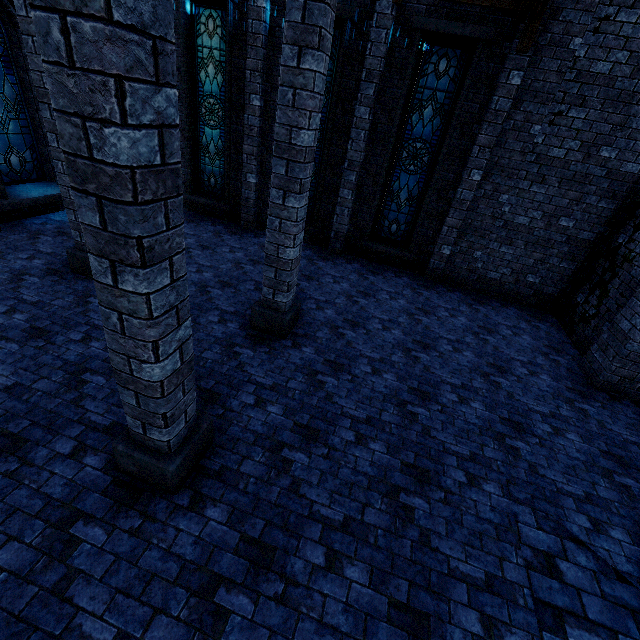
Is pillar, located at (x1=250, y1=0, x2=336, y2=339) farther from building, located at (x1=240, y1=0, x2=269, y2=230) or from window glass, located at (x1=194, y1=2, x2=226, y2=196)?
window glass, located at (x1=194, y1=2, x2=226, y2=196)

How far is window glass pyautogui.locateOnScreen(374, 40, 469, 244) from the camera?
7.4m

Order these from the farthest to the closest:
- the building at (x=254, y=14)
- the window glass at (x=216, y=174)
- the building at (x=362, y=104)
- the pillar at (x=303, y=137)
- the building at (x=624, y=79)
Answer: the window glass at (x=216, y=174)
the building at (x=254, y=14)
the building at (x=362, y=104)
the building at (x=624, y=79)
the pillar at (x=303, y=137)

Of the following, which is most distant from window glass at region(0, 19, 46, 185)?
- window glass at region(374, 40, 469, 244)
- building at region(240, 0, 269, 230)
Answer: window glass at region(374, 40, 469, 244)

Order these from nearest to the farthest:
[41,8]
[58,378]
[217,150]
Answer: [41,8] < [58,378] < [217,150]

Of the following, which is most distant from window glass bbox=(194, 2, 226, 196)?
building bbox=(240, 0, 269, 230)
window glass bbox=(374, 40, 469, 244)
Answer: window glass bbox=(374, 40, 469, 244)

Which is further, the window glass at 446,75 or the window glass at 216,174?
the window glass at 216,174

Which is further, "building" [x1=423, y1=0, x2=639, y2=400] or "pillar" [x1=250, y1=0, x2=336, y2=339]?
"building" [x1=423, y1=0, x2=639, y2=400]
